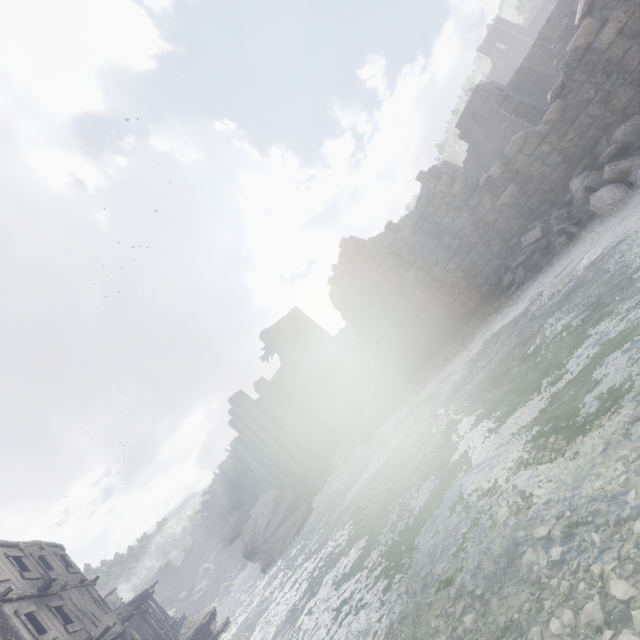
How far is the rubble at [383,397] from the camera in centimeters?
1875cm

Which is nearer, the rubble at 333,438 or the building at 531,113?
the building at 531,113

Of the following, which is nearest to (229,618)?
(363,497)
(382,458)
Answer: (363,497)

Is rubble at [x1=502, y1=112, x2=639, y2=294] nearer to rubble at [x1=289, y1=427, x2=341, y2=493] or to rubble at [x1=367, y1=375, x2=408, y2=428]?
rubble at [x1=367, y1=375, x2=408, y2=428]

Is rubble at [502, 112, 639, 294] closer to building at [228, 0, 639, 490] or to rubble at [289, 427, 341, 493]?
building at [228, 0, 639, 490]

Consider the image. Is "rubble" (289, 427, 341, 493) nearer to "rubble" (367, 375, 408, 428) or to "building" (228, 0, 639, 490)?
"building" (228, 0, 639, 490)
